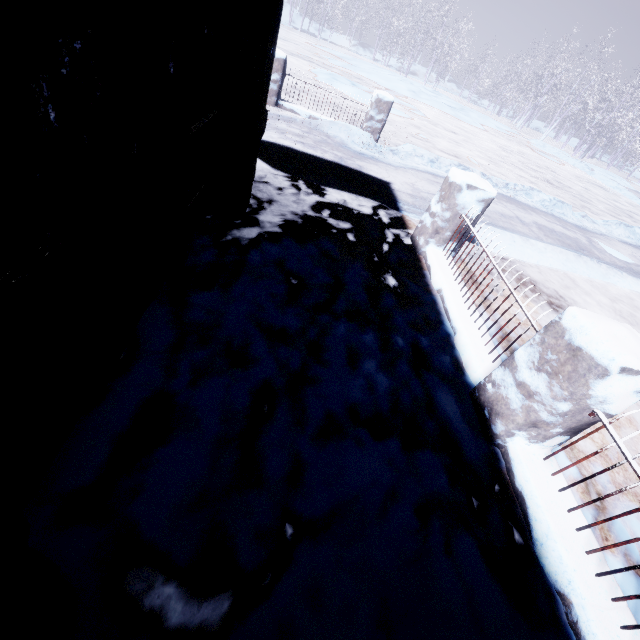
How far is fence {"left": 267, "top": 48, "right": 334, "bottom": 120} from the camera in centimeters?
643cm

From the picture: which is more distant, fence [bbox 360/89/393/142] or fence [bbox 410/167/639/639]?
fence [bbox 360/89/393/142]

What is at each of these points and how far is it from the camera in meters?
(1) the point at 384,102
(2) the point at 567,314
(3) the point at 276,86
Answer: (1) fence, 6.9
(2) fence, 1.8
(3) fence, 6.7

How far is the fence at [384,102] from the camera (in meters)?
6.91
